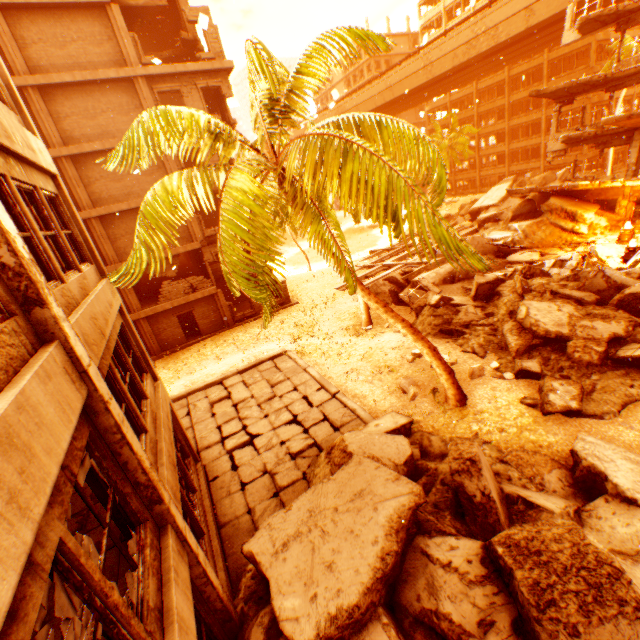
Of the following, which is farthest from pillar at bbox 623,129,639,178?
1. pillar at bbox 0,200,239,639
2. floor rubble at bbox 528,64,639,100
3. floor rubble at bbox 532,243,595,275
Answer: pillar at bbox 0,200,239,639

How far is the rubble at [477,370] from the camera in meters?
11.0

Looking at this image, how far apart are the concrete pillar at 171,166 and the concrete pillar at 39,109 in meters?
4.4

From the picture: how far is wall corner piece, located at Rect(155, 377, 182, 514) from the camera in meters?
5.5

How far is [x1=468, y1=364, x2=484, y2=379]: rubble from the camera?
11.0m

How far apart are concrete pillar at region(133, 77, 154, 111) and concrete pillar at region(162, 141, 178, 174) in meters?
0.3 m

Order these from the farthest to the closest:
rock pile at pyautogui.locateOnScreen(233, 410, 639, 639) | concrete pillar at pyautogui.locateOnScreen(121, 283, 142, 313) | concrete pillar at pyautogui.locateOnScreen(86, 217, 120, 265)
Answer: concrete pillar at pyautogui.locateOnScreen(121, 283, 142, 313)
concrete pillar at pyautogui.locateOnScreen(86, 217, 120, 265)
rock pile at pyautogui.locateOnScreen(233, 410, 639, 639)

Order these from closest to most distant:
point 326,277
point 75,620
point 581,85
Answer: point 75,620 < point 581,85 < point 326,277
